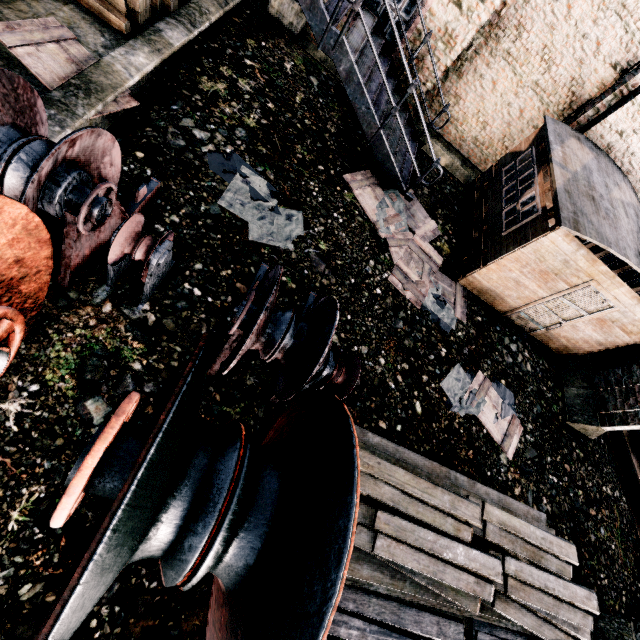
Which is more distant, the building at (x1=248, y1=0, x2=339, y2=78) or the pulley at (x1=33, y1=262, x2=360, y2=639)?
the building at (x1=248, y1=0, x2=339, y2=78)

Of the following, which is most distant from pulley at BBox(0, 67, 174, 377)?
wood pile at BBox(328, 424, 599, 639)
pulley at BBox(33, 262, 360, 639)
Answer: wood pile at BBox(328, 424, 599, 639)

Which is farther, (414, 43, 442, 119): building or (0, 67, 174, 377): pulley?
(414, 43, 442, 119): building

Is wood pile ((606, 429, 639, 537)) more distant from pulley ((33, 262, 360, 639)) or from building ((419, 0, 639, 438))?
pulley ((33, 262, 360, 639))

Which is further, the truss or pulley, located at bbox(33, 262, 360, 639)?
the truss

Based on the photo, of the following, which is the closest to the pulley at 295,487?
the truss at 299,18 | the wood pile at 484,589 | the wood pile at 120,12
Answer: the wood pile at 484,589

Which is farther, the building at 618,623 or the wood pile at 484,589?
the building at 618,623

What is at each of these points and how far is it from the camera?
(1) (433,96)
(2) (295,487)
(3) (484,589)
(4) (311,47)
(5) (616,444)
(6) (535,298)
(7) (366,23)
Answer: (1) building, 11.63m
(2) pulley, 2.94m
(3) wood pile, 5.54m
(4) building, 9.81m
(5) wood pile, 11.50m
(6) building, 9.06m
(7) stairs, 8.16m
